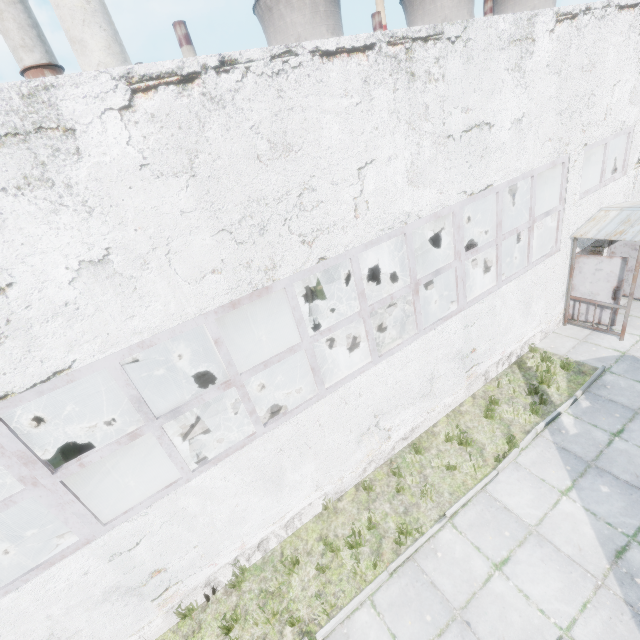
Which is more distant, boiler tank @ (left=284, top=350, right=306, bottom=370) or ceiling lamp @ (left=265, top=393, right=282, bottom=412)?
boiler tank @ (left=284, top=350, right=306, bottom=370)

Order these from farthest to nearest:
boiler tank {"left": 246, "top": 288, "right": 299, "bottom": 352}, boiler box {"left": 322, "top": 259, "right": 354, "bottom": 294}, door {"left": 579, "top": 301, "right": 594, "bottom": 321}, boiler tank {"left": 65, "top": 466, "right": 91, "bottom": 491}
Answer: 1. boiler box {"left": 322, "top": 259, "right": 354, "bottom": 294}
2. boiler tank {"left": 246, "top": 288, "right": 299, "bottom": 352}
3. door {"left": 579, "top": 301, "right": 594, "bottom": 321}
4. boiler tank {"left": 65, "top": 466, "right": 91, "bottom": 491}

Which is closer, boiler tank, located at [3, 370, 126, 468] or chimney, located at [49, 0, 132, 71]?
boiler tank, located at [3, 370, 126, 468]

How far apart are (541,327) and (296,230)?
8.7m

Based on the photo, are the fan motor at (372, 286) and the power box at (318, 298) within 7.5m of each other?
yes

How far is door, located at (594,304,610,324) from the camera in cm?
950

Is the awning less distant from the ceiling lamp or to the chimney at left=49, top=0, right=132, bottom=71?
the ceiling lamp

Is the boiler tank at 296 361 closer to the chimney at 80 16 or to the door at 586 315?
the chimney at 80 16
